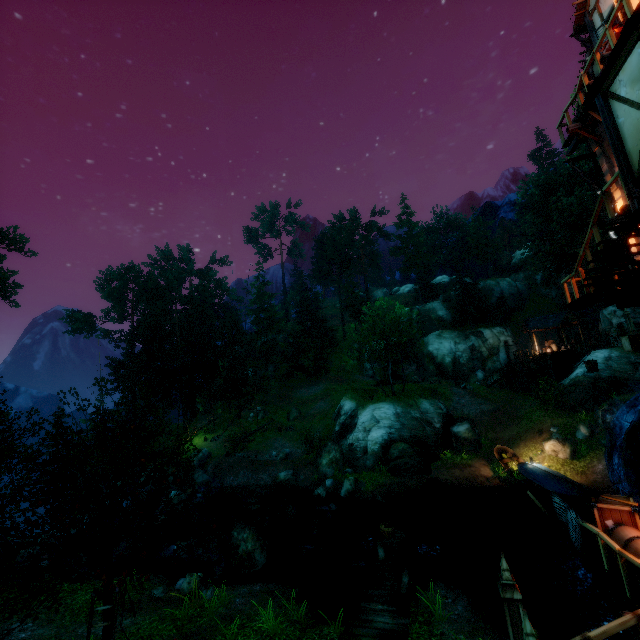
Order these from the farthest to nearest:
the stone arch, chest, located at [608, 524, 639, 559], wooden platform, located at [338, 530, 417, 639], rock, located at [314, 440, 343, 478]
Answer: rock, located at [314, 440, 343, 478], wooden platform, located at [338, 530, 417, 639], the stone arch, chest, located at [608, 524, 639, 559]

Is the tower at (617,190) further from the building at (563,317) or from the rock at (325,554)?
the building at (563,317)

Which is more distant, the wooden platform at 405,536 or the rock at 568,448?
the rock at 568,448

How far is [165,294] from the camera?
44.66m

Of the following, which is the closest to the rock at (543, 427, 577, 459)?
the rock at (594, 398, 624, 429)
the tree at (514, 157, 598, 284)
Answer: the rock at (594, 398, 624, 429)

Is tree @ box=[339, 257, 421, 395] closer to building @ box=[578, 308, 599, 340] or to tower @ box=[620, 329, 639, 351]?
building @ box=[578, 308, 599, 340]

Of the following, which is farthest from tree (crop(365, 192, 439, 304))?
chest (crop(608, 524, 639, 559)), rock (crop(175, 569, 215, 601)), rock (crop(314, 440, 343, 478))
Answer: chest (crop(608, 524, 639, 559))

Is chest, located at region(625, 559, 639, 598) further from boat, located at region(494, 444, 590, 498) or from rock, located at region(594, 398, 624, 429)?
rock, located at region(594, 398, 624, 429)
